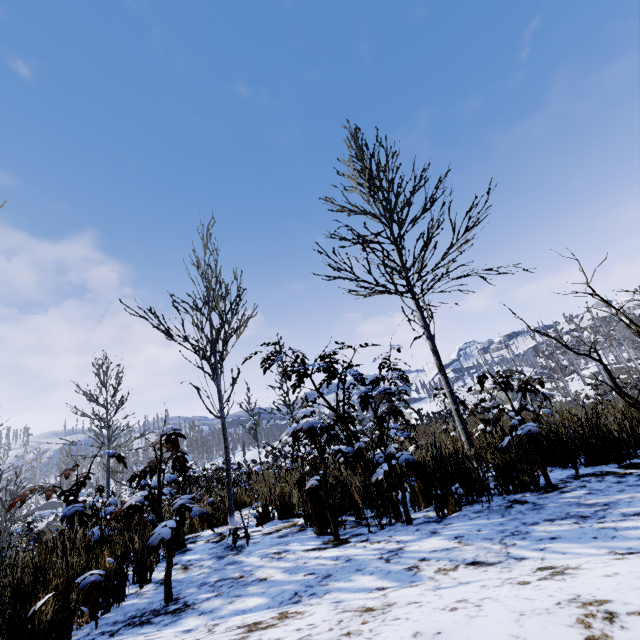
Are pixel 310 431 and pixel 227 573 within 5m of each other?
yes
